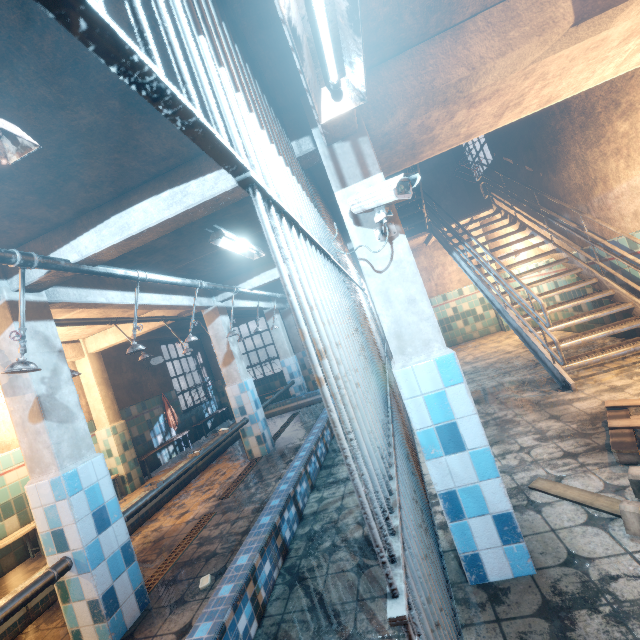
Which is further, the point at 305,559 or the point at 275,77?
the point at 305,559

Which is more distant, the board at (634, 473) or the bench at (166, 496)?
the bench at (166, 496)

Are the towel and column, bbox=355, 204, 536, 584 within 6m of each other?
no

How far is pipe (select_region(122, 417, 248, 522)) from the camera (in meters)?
2.91

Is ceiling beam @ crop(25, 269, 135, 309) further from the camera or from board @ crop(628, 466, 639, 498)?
board @ crop(628, 466, 639, 498)

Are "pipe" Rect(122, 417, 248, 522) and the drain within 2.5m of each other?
yes

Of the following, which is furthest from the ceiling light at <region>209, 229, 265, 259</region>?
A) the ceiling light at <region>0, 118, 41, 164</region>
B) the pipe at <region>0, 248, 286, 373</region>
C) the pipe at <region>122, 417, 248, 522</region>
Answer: the pipe at <region>122, 417, 248, 522</region>

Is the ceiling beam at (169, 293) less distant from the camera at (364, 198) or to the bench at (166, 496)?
the camera at (364, 198)
